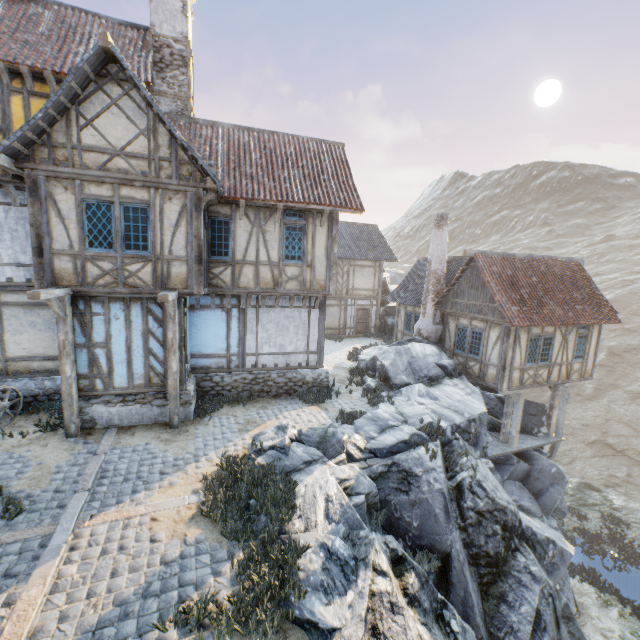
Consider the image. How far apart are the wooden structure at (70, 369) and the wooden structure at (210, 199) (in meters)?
4.12

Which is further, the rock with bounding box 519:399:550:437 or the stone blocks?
the rock with bounding box 519:399:550:437

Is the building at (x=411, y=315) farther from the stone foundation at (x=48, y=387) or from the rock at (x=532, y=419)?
the stone foundation at (x=48, y=387)

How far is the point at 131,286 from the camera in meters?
8.9

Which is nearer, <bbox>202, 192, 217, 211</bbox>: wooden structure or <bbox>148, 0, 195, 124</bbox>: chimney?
<bbox>202, 192, 217, 211</bbox>: wooden structure

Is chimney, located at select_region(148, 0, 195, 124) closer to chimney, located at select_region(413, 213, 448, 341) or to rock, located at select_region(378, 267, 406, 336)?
chimney, located at select_region(413, 213, 448, 341)

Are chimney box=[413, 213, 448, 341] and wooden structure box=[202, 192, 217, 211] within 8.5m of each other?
no

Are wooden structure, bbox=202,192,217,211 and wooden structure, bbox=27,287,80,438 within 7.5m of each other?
yes
